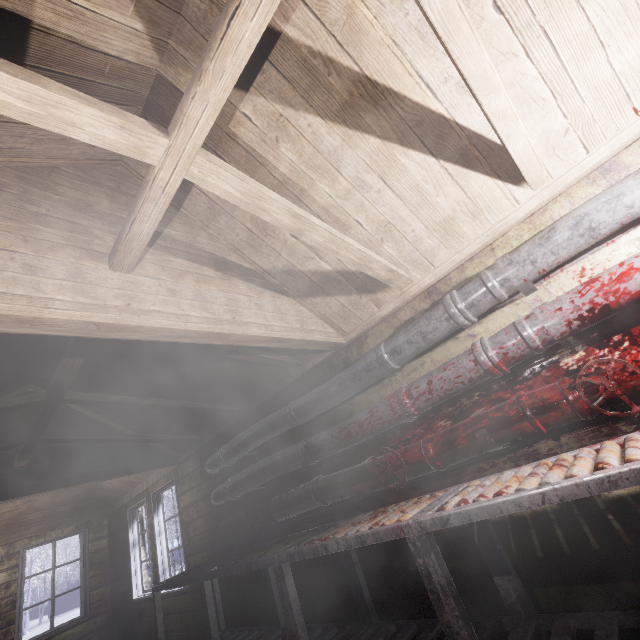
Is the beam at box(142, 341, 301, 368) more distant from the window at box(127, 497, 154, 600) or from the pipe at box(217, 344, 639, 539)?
the window at box(127, 497, 154, 600)

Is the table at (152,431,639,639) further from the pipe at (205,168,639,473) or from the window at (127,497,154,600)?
the window at (127,497,154,600)

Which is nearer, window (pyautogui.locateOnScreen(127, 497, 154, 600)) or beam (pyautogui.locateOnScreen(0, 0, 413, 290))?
beam (pyautogui.locateOnScreen(0, 0, 413, 290))

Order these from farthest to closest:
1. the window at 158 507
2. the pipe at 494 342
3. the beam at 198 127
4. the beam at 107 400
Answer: the window at 158 507, the beam at 107 400, the pipe at 494 342, the beam at 198 127

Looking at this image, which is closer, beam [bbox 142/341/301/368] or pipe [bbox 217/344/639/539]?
pipe [bbox 217/344/639/539]

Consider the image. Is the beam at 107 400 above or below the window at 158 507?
above

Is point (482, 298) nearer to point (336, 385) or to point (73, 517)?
point (336, 385)

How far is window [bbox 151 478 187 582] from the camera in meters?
4.3
